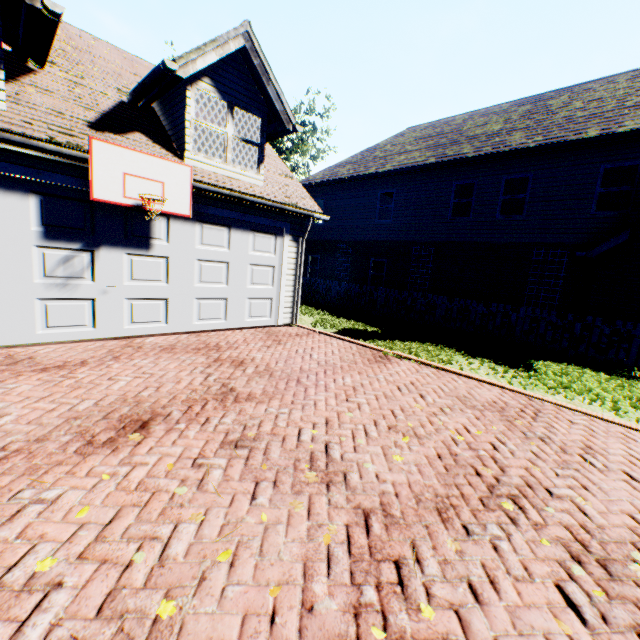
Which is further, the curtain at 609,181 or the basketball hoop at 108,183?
the curtain at 609,181

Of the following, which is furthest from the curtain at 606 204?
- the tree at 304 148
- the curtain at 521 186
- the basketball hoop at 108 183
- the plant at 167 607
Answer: the plant at 167 607

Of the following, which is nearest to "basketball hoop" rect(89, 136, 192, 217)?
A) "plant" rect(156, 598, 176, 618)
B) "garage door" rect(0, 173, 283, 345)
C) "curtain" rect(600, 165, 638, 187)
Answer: "garage door" rect(0, 173, 283, 345)

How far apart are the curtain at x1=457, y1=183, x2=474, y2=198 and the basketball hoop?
11.9 meters

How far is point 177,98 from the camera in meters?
7.3

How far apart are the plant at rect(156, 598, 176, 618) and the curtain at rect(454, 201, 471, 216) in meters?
15.0

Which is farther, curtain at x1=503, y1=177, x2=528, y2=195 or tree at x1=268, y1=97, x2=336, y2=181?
tree at x1=268, y1=97, x2=336, y2=181

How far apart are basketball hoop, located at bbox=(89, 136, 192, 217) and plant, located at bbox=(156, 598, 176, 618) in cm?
580
